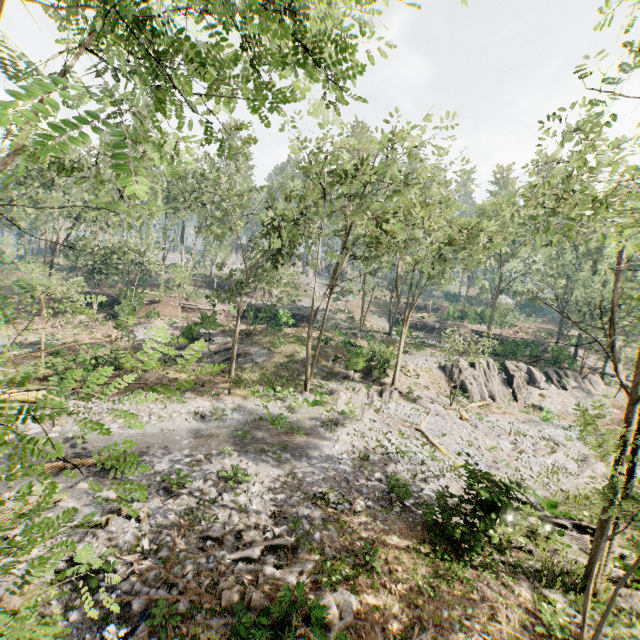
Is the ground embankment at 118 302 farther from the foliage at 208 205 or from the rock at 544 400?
the rock at 544 400

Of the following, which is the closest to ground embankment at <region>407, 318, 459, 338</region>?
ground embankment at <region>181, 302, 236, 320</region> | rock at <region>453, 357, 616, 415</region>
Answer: ground embankment at <region>181, 302, 236, 320</region>

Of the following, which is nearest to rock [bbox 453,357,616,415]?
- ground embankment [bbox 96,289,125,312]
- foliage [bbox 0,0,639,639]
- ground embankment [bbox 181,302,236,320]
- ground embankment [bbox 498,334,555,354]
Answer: foliage [bbox 0,0,639,639]

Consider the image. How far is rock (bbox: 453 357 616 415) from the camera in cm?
Answer: 3021

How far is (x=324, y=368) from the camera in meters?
29.7 m

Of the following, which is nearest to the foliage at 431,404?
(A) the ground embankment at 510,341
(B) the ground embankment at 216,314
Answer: (A) the ground embankment at 510,341

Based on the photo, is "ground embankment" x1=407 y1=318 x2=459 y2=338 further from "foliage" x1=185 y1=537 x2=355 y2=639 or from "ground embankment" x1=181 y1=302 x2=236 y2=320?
"foliage" x1=185 y1=537 x2=355 y2=639

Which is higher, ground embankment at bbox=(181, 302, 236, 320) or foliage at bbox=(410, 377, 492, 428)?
ground embankment at bbox=(181, 302, 236, 320)
